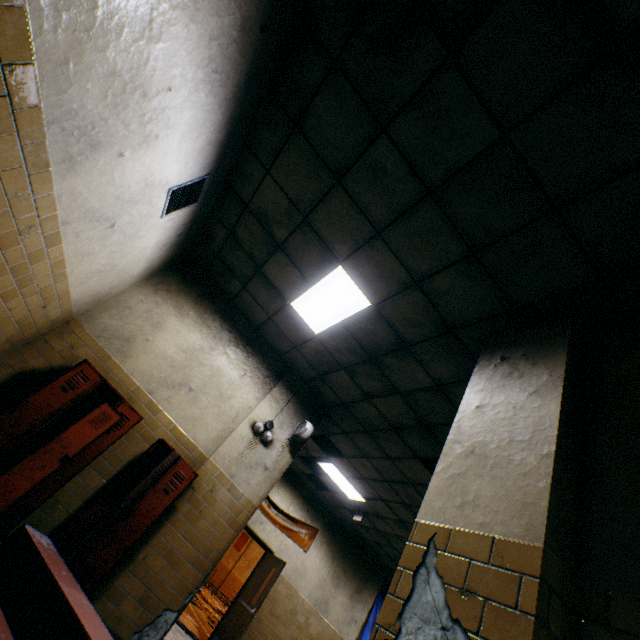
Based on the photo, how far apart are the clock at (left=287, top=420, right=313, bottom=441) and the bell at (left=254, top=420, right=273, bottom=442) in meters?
0.3 m

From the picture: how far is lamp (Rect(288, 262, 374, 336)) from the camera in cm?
396

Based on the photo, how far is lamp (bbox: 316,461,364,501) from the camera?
7.54m

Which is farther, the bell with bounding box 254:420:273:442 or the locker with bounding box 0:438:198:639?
the bell with bounding box 254:420:273:442

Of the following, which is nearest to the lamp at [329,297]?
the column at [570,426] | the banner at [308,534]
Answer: the column at [570,426]

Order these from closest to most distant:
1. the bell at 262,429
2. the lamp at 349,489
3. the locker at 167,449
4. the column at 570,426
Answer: the column at 570,426, the locker at 167,449, the bell at 262,429, the lamp at 349,489

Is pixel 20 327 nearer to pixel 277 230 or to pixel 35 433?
pixel 35 433

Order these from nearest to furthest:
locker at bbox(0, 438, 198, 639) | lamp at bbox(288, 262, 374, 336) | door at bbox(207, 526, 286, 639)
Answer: locker at bbox(0, 438, 198, 639) → lamp at bbox(288, 262, 374, 336) → door at bbox(207, 526, 286, 639)
